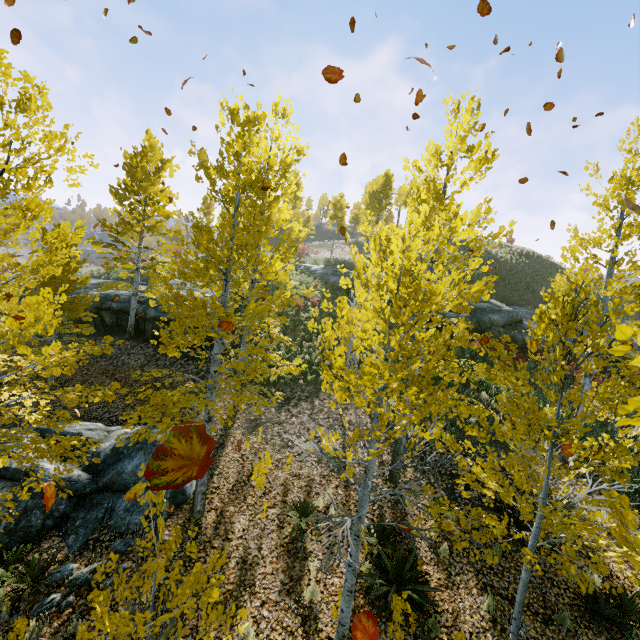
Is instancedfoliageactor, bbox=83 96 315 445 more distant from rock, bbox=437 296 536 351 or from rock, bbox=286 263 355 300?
rock, bbox=286 263 355 300

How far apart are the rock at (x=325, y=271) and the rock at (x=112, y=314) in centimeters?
1208cm

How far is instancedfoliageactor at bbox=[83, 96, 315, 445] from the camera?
6.5m

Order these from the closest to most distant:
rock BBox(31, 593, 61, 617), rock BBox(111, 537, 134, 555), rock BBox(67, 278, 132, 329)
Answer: rock BBox(31, 593, 61, 617)
rock BBox(111, 537, 134, 555)
rock BBox(67, 278, 132, 329)

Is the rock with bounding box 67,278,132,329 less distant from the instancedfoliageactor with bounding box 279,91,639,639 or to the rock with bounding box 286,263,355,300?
the instancedfoliageactor with bounding box 279,91,639,639

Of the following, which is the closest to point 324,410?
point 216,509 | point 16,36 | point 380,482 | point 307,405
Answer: point 307,405

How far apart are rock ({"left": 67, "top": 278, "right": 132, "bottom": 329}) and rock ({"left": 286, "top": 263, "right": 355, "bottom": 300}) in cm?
1208

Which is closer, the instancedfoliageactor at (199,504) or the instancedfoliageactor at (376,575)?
the instancedfoliageactor at (376,575)
